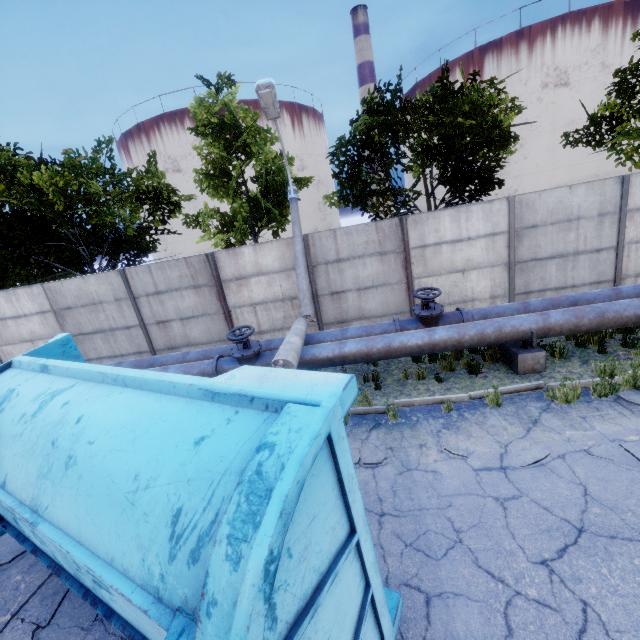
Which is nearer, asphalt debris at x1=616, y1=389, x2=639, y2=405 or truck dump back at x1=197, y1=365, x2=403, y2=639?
truck dump back at x1=197, y1=365, x2=403, y2=639

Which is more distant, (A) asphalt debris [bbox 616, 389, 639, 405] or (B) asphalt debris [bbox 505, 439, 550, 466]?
(A) asphalt debris [bbox 616, 389, 639, 405]

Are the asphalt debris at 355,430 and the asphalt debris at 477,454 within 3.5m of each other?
yes

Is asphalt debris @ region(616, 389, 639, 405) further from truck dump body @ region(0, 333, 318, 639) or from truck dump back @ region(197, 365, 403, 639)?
truck dump body @ region(0, 333, 318, 639)

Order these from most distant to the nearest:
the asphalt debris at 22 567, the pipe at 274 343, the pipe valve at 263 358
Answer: the pipe at 274 343 → the pipe valve at 263 358 → the asphalt debris at 22 567

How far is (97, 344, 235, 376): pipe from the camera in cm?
769

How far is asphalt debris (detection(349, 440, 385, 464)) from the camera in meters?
5.3

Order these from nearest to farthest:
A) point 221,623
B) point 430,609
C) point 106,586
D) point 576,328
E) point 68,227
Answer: point 221,623 < point 106,586 < point 430,609 < point 576,328 < point 68,227
